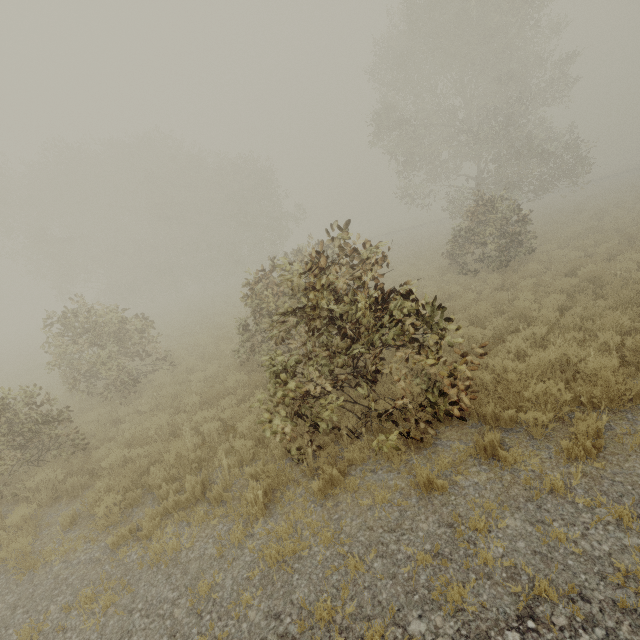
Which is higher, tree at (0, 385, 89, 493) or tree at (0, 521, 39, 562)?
tree at (0, 385, 89, 493)

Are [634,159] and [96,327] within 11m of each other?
no

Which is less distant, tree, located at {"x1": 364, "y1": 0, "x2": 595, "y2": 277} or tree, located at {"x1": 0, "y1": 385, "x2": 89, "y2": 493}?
tree, located at {"x1": 0, "y1": 385, "x2": 89, "y2": 493}

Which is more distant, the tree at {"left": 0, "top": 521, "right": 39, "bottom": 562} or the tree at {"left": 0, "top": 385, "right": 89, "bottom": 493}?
the tree at {"left": 0, "top": 385, "right": 89, "bottom": 493}

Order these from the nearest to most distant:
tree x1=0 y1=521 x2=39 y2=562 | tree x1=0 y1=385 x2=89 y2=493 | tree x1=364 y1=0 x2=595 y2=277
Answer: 1. tree x1=0 y1=521 x2=39 y2=562
2. tree x1=0 y1=385 x2=89 y2=493
3. tree x1=364 y1=0 x2=595 y2=277

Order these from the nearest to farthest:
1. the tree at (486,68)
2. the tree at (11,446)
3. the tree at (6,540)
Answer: the tree at (6,540), the tree at (11,446), the tree at (486,68)

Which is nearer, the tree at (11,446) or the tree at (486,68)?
the tree at (11,446)
